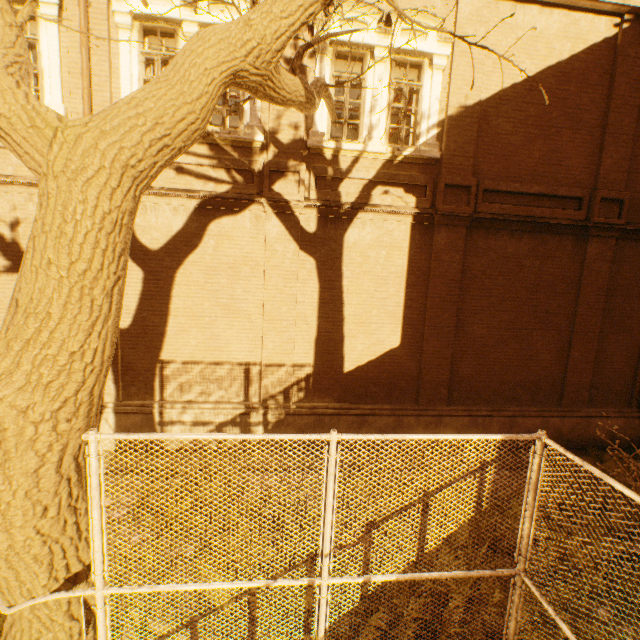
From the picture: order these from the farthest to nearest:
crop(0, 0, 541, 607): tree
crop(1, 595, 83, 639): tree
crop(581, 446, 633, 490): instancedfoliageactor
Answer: crop(581, 446, 633, 490): instancedfoliageactor → crop(1, 595, 83, 639): tree → crop(0, 0, 541, 607): tree

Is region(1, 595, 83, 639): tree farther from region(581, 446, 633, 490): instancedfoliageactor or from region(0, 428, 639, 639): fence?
region(581, 446, 633, 490): instancedfoliageactor

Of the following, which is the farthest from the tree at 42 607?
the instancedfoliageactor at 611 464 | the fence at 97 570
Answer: the instancedfoliageactor at 611 464

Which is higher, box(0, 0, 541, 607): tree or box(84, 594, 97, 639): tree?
box(0, 0, 541, 607): tree

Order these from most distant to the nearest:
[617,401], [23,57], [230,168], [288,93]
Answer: [617,401] → [230,168] → [288,93] → [23,57]

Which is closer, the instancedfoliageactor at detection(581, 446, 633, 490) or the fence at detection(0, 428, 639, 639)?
the fence at detection(0, 428, 639, 639)

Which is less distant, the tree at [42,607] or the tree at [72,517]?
the tree at [72,517]

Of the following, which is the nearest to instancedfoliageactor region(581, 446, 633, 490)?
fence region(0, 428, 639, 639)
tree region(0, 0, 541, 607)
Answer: fence region(0, 428, 639, 639)
